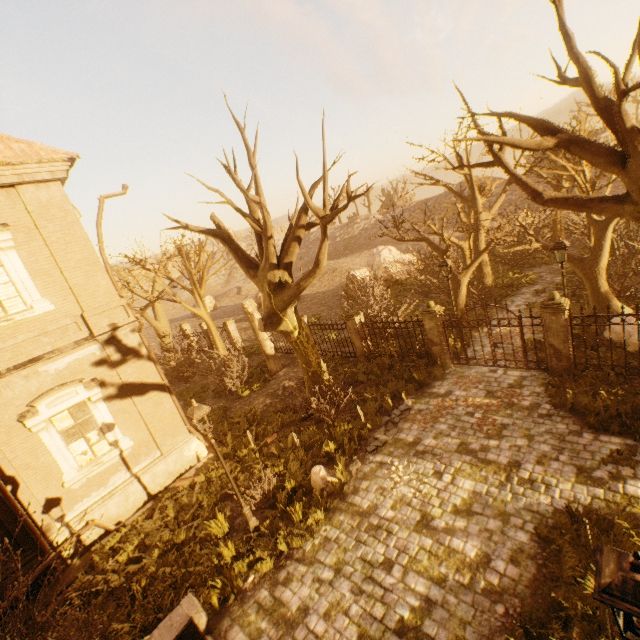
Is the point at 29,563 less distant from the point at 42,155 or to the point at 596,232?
the point at 42,155

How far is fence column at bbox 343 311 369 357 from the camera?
15.38m

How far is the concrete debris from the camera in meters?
10.2

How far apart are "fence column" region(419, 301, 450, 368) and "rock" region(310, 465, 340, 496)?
6.5 meters

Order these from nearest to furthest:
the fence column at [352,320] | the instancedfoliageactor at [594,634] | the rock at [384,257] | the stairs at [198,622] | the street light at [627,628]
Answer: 1. the street light at [627,628]
2. the instancedfoliageactor at [594,634]
3. the stairs at [198,622]
4. the fence column at [352,320]
5. the rock at [384,257]

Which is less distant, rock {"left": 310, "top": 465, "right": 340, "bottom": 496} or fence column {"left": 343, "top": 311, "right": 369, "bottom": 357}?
rock {"left": 310, "top": 465, "right": 340, "bottom": 496}

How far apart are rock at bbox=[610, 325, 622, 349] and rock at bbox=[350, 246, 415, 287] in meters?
16.0 m

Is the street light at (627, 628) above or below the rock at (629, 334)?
above
